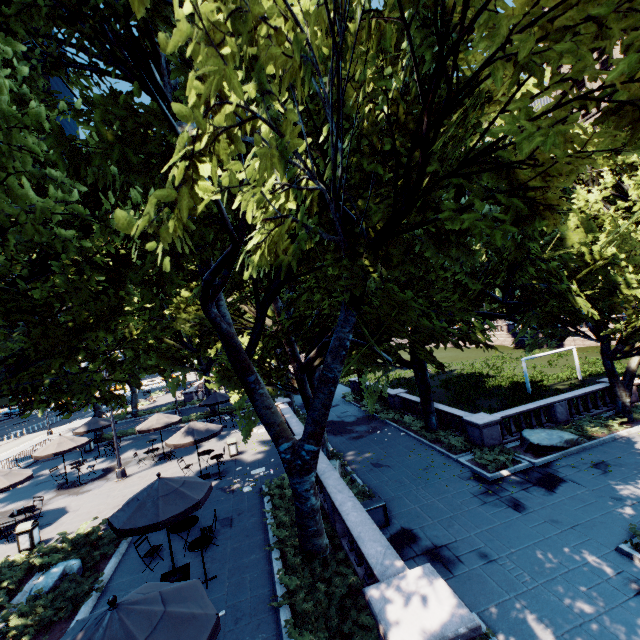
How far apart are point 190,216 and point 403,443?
18.1m

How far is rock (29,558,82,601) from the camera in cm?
962

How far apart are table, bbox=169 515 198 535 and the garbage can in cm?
674

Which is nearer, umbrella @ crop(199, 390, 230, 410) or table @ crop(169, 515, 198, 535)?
table @ crop(169, 515, 198, 535)

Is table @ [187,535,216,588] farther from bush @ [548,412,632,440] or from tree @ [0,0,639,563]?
bush @ [548,412,632,440]

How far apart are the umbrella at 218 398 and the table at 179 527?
14.6 meters

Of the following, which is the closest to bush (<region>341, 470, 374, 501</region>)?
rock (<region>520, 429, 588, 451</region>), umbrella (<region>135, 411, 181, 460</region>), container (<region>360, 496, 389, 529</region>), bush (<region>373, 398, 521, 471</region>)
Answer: container (<region>360, 496, 389, 529</region>)

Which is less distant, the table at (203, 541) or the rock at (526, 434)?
the table at (203, 541)
